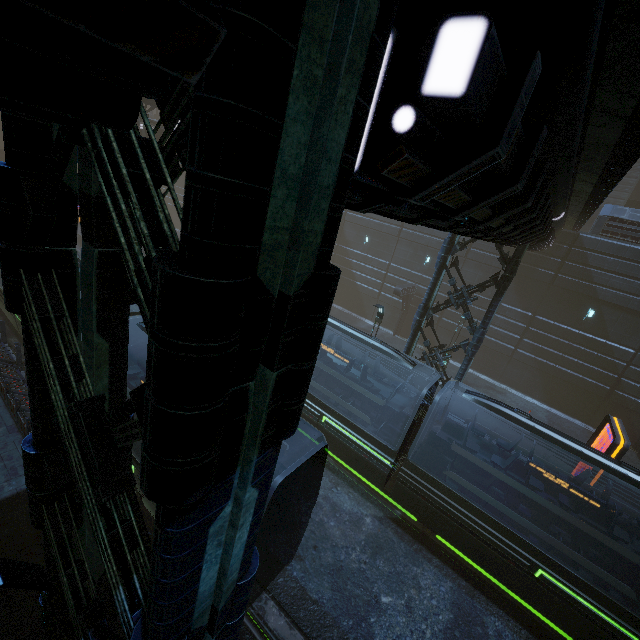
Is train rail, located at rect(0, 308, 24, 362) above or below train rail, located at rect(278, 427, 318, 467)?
above

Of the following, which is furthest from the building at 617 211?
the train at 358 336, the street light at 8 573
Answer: the train at 358 336

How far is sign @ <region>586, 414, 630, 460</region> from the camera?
11.28m

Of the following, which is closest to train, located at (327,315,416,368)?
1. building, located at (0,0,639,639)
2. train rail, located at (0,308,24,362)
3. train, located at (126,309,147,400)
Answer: train, located at (126,309,147,400)

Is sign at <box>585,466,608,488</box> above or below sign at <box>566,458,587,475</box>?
above

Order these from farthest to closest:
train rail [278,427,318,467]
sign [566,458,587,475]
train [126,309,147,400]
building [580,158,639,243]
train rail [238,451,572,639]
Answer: building [580,158,639,243] < train rail [278,427,318,467] < sign [566,458,587,475] < train [126,309,147,400] < train rail [238,451,572,639]

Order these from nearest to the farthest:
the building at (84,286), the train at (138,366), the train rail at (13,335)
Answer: the building at (84,286), the train at (138,366), the train rail at (13,335)

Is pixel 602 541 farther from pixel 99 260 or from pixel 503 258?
pixel 99 260
